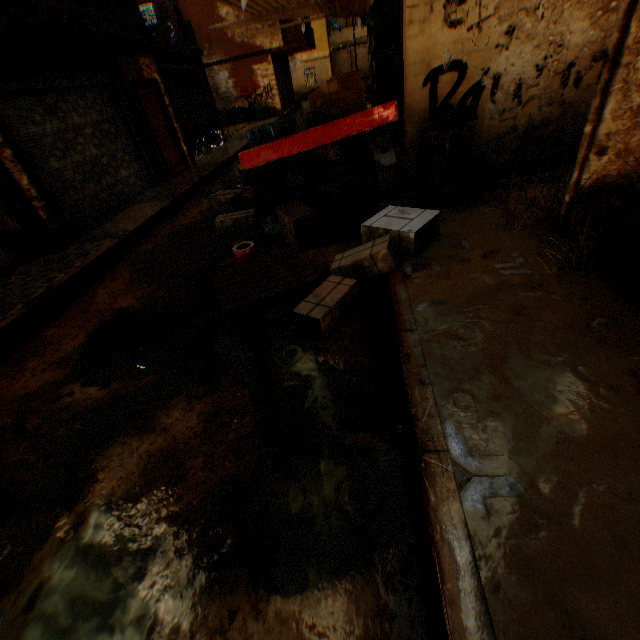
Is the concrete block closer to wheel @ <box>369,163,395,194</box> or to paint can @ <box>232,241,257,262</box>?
paint can @ <box>232,241,257,262</box>

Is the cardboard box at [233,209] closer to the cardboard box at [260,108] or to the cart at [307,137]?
the cart at [307,137]

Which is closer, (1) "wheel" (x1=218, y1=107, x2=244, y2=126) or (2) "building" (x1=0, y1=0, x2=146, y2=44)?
(2) "building" (x1=0, y1=0, x2=146, y2=44)

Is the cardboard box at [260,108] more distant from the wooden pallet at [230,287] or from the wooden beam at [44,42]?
the wooden pallet at [230,287]

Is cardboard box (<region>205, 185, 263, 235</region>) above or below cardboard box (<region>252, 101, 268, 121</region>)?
below

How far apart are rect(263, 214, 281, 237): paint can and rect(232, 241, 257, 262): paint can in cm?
48

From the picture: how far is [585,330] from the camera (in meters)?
2.44

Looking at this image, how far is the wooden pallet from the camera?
3.7m
